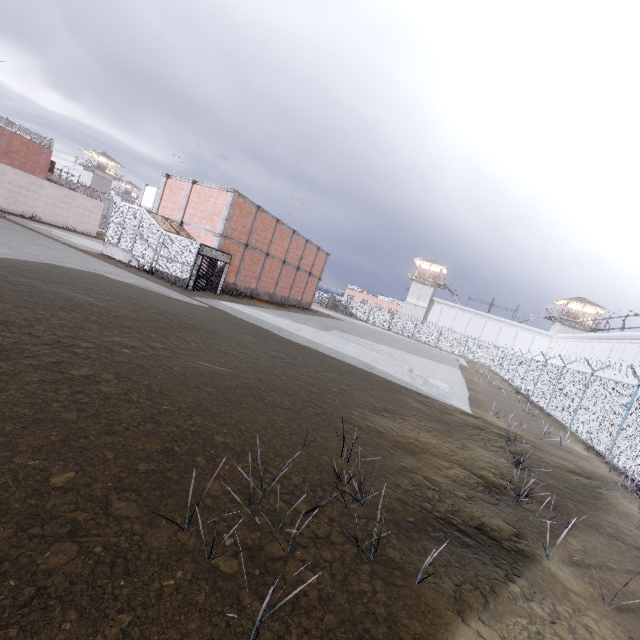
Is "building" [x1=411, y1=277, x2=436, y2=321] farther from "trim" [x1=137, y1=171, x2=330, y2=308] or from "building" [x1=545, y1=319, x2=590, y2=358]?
"trim" [x1=137, y1=171, x2=330, y2=308]

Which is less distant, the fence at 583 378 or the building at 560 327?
the fence at 583 378

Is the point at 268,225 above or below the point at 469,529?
above

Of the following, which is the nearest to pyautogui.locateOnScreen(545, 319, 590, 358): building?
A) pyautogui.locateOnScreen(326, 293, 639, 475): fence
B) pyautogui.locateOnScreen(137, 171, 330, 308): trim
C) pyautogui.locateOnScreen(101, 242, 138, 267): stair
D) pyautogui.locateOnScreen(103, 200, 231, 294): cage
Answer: pyautogui.locateOnScreen(326, 293, 639, 475): fence

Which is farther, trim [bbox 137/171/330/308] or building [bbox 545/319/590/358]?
building [bbox 545/319/590/358]

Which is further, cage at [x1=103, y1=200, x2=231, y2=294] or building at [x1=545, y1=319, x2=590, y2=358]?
building at [x1=545, y1=319, x2=590, y2=358]

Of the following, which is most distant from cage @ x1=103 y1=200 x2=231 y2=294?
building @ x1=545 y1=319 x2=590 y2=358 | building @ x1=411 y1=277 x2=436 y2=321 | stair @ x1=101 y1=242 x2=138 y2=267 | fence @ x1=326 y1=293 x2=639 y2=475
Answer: building @ x1=545 y1=319 x2=590 y2=358

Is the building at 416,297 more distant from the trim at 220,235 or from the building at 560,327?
the trim at 220,235
